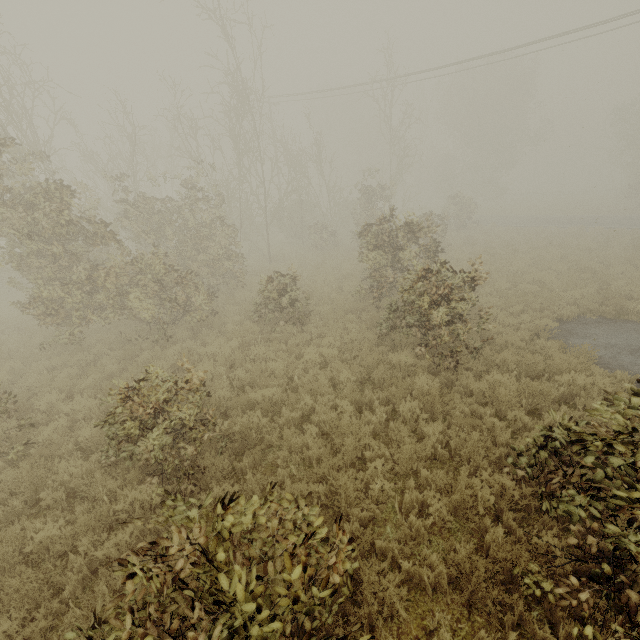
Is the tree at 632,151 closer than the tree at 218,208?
No

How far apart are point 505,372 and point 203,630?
7.9m

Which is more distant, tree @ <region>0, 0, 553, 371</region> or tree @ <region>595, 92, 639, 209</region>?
tree @ <region>595, 92, 639, 209</region>
